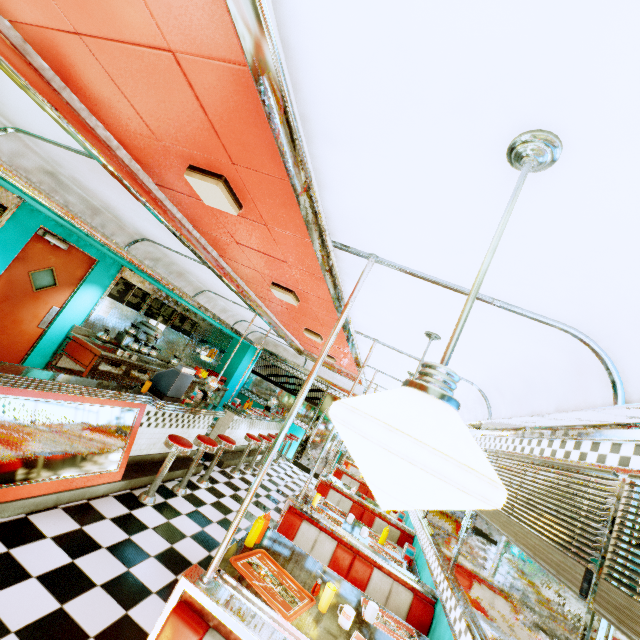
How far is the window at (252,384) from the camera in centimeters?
1088cm

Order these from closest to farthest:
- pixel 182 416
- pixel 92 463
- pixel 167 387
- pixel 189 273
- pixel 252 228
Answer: pixel 252 228 → pixel 92 463 → pixel 167 387 → pixel 182 416 → pixel 189 273

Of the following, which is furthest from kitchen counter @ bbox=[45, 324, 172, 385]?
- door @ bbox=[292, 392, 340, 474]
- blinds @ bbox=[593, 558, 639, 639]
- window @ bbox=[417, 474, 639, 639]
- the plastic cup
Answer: blinds @ bbox=[593, 558, 639, 639]

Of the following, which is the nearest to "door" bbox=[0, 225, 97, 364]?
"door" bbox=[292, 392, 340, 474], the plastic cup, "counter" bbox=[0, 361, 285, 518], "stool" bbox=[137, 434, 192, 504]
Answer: "counter" bbox=[0, 361, 285, 518]

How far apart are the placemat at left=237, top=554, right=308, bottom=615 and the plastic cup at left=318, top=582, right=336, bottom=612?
0.1 meters

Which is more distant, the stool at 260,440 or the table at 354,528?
the stool at 260,440

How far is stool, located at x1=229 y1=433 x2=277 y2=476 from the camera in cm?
672

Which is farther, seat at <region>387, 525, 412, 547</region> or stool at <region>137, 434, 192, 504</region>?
seat at <region>387, 525, 412, 547</region>
